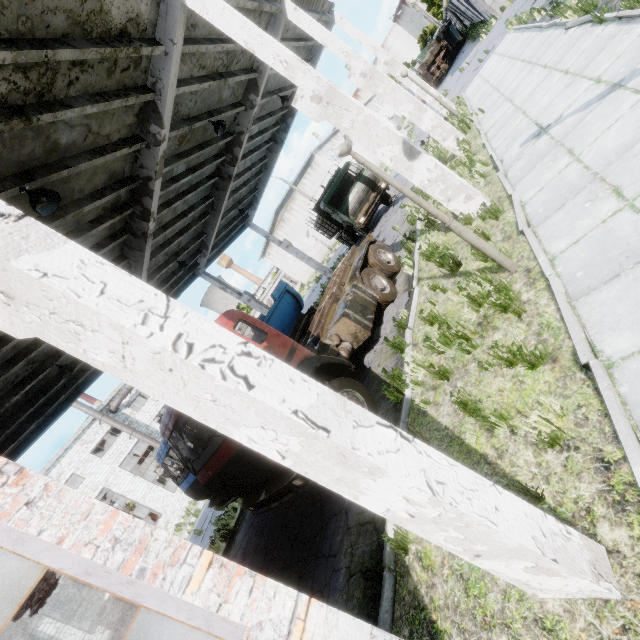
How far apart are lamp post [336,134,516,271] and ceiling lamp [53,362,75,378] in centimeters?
1083cm

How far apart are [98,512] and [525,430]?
3.9 meters

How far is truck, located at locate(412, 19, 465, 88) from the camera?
33.00m

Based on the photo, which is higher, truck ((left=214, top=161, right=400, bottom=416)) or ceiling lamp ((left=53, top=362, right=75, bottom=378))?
ceiling lamp ((left=53, top=362, right=75, bottom=378))

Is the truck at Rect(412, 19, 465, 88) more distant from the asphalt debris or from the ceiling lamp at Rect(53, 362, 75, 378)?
the ceiling lamp at Rect(53, 362, 75, 378)

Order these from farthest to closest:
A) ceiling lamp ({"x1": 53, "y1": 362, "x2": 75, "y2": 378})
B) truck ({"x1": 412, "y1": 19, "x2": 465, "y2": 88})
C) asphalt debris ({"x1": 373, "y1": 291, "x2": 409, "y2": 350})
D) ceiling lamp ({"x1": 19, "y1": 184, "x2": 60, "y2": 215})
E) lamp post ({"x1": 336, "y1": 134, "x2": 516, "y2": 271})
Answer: truck ({"x1": 412, "y1": 19, "x2": 465, "y2": 88}) < ceiling lamp ({"x1": 53, "y1": 362, "x2": 75, "y2": 378}) < asphalt debris ({"x1": 373, "y1": 291, "x2": 409, "y2": 350}) < ceiling lamp ({"x1": 19, "y1": 184, "x2": 60, "y2": 215}) < lamp post ({"x1": 336, "y1": 134, "x2": 516, "y2": 271})

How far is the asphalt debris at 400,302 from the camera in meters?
8.5 m

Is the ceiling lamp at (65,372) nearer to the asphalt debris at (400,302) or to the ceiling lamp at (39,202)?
the ceiling lamp at (39,202)
